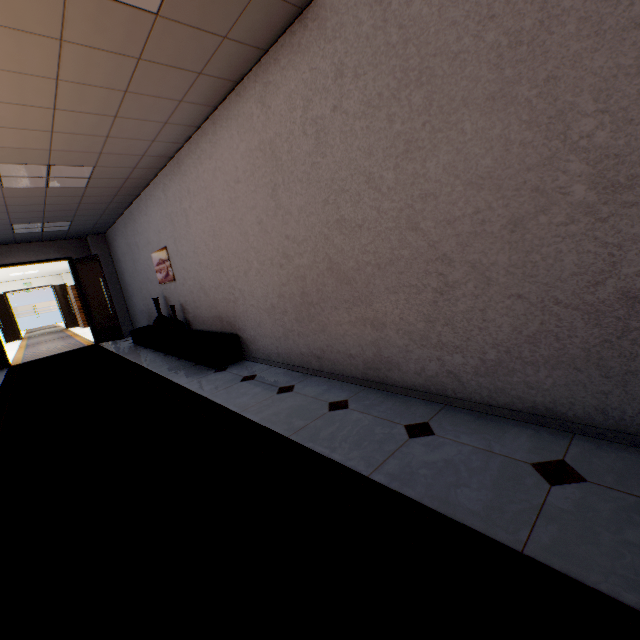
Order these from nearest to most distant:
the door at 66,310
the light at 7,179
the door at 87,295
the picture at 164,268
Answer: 1. the light at 7,179
2. the picture at 164,268
3. the door at 87,295
4. the door at 66,310

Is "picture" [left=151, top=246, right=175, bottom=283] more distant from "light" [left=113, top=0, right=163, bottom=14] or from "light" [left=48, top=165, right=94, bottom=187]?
"light" [left=113, top=0, right=163, bottom=14]

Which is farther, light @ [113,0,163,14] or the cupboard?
A: the cupboard

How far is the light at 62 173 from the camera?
4.3 meters

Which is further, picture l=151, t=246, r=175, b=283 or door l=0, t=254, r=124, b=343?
door l=0, t=254, r=124, b=343

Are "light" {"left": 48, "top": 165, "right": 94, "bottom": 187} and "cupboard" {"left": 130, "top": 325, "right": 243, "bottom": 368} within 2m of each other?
no

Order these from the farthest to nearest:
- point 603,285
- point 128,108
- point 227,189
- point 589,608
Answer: point 227,189 < point 128,108 < point 603,285 < point 589,608

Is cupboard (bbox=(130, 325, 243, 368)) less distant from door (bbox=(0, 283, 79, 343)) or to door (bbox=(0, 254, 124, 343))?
door (bbox=(0, 254, 124, 343))
